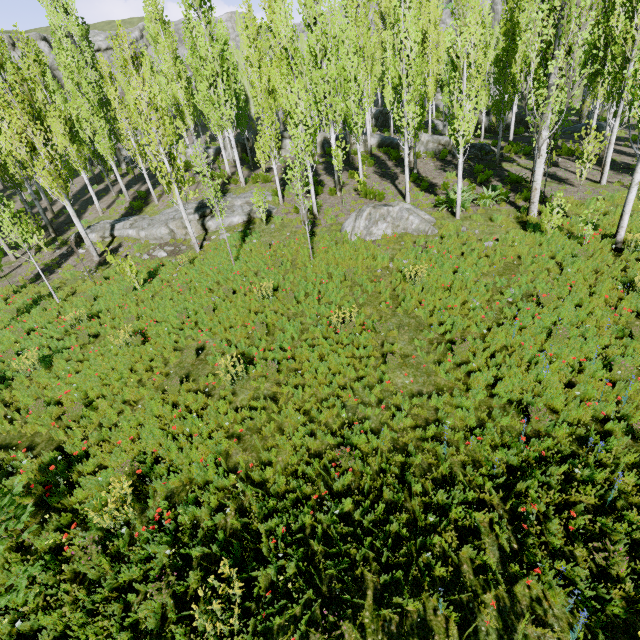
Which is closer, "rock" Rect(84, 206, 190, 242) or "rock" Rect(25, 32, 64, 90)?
"rock" Rect(84, 206, 190, 242)

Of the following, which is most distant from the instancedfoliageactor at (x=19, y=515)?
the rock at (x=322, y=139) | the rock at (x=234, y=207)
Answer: the rock at (x=234, y=207)

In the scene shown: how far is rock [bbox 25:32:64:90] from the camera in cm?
4706

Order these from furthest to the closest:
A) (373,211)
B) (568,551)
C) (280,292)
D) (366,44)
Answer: (366,44) < (373,211) < (280,292) < (568,551)

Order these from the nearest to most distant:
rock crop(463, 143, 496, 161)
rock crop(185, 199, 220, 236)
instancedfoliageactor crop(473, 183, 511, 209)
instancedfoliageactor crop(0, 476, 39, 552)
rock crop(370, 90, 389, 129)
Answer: instancedfoliageactor crop(0, 476, 39, 552)
instancedfoliageactor crop(473, 183, 511, 209)
rock crop(185, 199, 220, 236)
rock crop(463, 143, 496, 161)
rock crop(370, 90, 389, 129)

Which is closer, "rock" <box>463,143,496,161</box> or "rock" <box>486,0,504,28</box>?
"rock" <box>463,143,496,161</box>

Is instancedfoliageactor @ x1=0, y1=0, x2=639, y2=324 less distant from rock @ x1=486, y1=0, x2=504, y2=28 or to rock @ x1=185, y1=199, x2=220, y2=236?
rock @ x1=486, y1=0, x2=504, y2=28

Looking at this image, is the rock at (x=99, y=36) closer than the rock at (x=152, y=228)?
No
